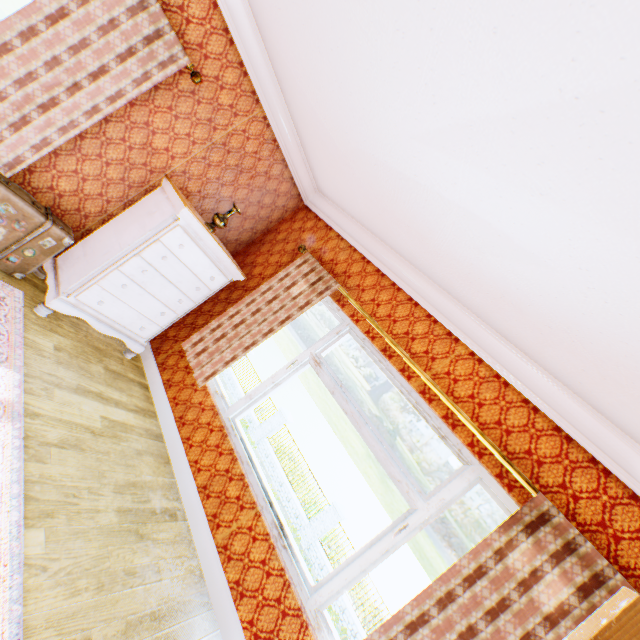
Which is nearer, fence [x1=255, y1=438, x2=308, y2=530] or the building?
the building

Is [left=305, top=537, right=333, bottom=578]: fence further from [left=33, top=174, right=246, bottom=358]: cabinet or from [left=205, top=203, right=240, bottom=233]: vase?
[left=205, top=203, right=240, bottom=233]: vase

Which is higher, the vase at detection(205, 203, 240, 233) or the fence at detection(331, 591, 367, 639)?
the vase at detection(205, 203, 240, 233)

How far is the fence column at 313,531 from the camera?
14.8 meters

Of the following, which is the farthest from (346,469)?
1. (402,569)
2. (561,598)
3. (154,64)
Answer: (154,64)

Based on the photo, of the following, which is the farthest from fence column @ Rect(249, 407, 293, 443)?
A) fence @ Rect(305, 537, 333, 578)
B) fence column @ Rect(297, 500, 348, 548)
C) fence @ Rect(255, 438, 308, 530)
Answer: fence @ Rect(305, 537, 333, 578)

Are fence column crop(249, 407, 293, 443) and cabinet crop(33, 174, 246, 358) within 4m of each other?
no

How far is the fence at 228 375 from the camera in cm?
1980
